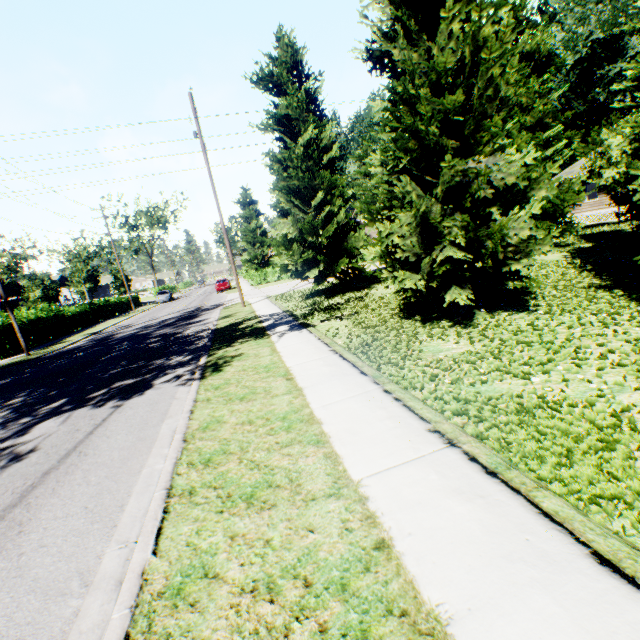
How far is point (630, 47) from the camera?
33.8 meters

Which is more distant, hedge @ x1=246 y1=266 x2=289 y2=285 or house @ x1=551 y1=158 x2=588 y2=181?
hedge @ x1=246 y1=266 x2=289 y2=285

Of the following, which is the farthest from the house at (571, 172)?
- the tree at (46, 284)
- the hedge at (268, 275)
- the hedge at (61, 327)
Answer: the tree at (46, 284)

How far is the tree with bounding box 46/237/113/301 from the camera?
37.5m

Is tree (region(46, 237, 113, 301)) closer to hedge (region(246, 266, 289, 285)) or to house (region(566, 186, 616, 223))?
hedge (region(246, 266, 289, 285))

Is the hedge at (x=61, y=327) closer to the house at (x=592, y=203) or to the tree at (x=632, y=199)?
the tree at (x=632, y=199)

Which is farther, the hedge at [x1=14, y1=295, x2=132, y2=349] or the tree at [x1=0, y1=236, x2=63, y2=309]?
the tree at [x1=0, y1=236, x2=63, y2=309]

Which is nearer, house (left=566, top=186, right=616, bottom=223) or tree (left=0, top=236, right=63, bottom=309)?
tree (left=0, top=236, right=63, bottom=309)
